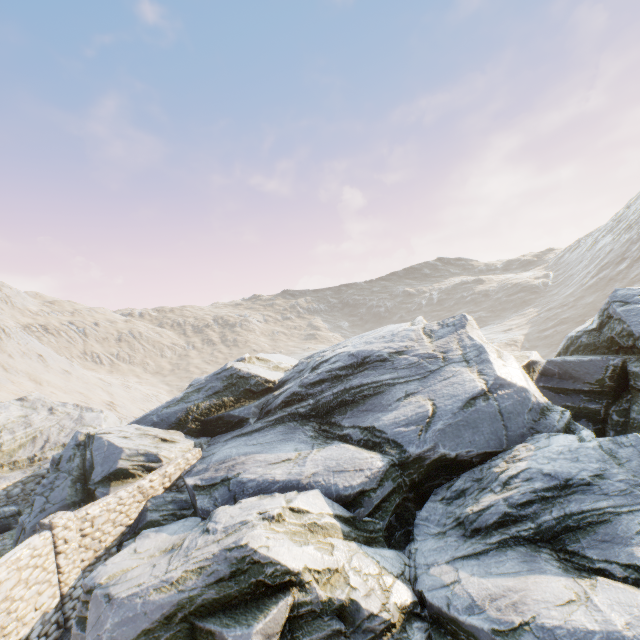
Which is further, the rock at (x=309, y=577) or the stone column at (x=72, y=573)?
the stone column at (x=72, y=573)

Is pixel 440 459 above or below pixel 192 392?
below

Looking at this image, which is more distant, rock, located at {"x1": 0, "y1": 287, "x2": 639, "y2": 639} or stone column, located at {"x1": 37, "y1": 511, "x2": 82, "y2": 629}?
stone column, located at {"x1": 37, "y1": 511, "x2": 82, "y2": 629}

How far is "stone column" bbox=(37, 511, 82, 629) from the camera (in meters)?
9.82

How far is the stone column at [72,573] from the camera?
9.8 meters
